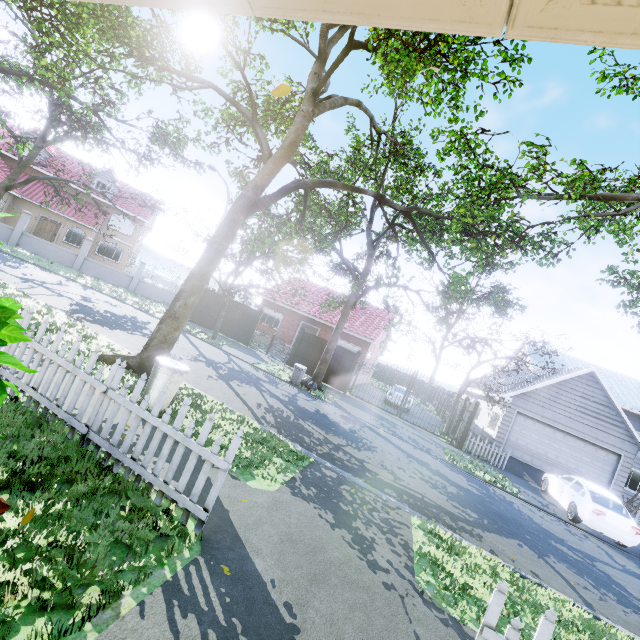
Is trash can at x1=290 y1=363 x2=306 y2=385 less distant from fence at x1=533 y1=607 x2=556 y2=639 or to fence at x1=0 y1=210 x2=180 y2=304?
fence at x1=0 y1=210 x2=180 y2=304

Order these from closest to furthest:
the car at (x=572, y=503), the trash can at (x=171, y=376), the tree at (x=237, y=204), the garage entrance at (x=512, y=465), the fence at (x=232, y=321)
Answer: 1. the trash can at (x=171, y=376)
2. the tree at (x=237, y=204)
3. the car at (x=572, y=503)
4. the garage entrance at (x=512, y=465)
5. the fence at (x=232, y=321)

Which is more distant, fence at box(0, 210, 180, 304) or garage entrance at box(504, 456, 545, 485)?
fence at box(0, 210, 180, 304)

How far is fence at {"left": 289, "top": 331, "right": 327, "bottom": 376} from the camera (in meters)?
19.45

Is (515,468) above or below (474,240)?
below

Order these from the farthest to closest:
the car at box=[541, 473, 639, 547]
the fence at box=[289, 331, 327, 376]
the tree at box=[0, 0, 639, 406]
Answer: the fence at box=[289, 331, 327, 376] → the car at box=[541, 473, 639, 547] → the tree at box=[0, 0, 639, 406]

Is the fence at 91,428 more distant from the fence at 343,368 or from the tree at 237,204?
the tree at 237,204

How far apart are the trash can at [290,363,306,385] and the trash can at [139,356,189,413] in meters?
9.1
